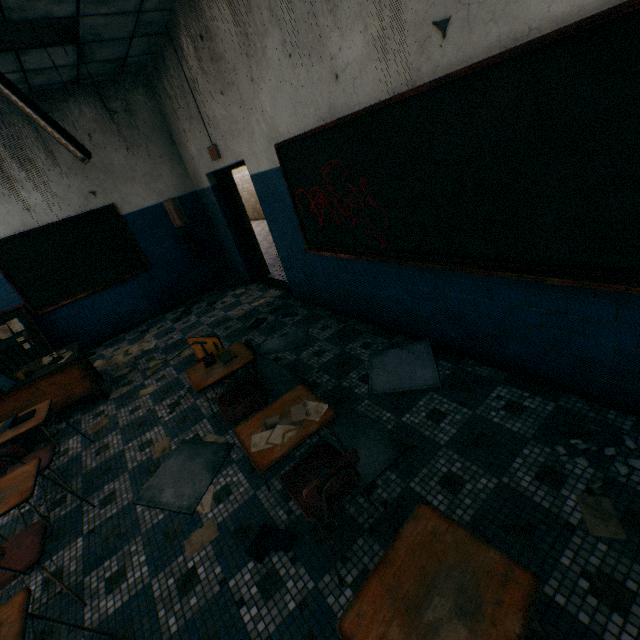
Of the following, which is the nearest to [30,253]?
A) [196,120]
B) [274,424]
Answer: [196,120]

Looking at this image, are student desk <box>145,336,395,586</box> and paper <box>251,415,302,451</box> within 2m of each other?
yes

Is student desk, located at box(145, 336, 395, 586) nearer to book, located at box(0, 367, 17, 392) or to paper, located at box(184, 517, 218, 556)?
paper, located at box(184, 517, 218, 556)

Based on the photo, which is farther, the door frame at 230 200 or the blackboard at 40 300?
the door frame at 230 200

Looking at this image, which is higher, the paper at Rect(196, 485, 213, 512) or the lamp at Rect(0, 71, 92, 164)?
the lamp at Rect(0, 71, 92, 164)

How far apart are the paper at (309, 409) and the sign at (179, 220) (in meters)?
5.70

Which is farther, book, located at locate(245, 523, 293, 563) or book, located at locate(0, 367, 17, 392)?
book, located at locate(0, 367, 17, 392)

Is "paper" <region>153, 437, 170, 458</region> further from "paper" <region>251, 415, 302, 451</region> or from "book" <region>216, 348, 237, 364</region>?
"paper" <region>251, 415, 302, 451</region>
